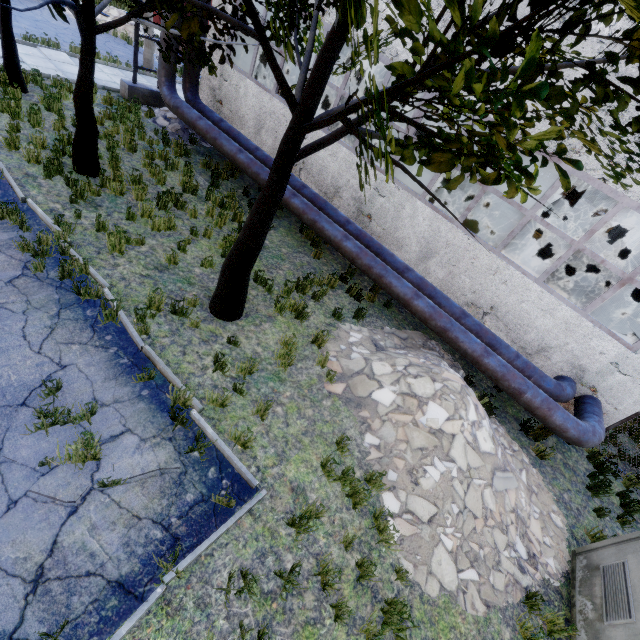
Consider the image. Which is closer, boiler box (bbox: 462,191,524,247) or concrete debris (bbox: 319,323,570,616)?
concrete debris (bbox: 319,323,570,616)

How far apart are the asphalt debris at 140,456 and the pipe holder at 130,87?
14.0 meters

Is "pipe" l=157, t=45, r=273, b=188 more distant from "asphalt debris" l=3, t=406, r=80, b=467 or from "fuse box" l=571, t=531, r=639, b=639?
"asphalt debris" l=3, t=406, r=80, b=467

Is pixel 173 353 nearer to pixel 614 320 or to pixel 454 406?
pixel 454 406

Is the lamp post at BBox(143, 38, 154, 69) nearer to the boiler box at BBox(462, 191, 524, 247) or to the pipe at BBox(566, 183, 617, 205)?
the pipe at BBox(566, 183, 617, 205)

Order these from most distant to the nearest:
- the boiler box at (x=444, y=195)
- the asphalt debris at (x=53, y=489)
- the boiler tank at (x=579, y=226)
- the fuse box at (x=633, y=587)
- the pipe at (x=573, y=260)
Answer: the boiler tank at (x=579, y=226)
the pipe at (x=573, y=260)
the boiler box at (x=444, y=195)
the fuse box at (x=633, y=587)
the asphalt debris at (x=53, y=489)

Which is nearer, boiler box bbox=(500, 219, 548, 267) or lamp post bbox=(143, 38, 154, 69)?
boiler box bbox=(500, 219, 548, 267)

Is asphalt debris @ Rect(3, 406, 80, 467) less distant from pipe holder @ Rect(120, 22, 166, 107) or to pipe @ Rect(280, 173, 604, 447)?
pipe @ Rect(280, 173, 604, 447)
